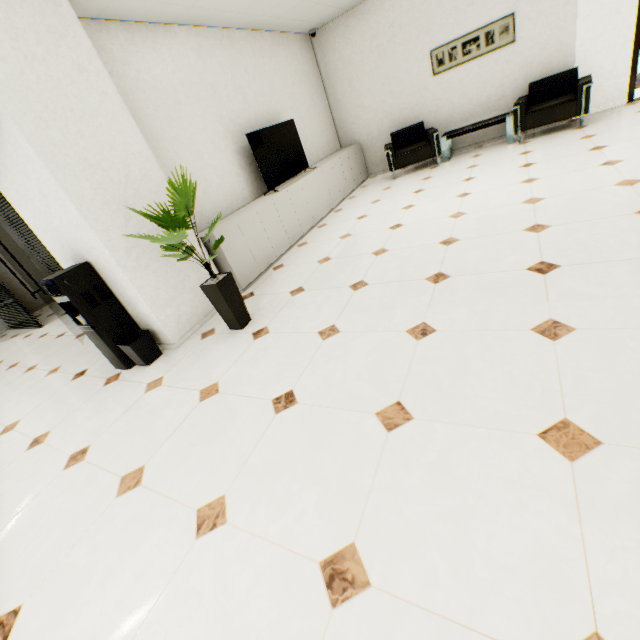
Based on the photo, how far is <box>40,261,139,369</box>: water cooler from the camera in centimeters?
294cm

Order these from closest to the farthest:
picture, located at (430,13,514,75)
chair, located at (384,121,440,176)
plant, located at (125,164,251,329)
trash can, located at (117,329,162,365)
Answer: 1. plant, located at (125,164,251,329)
2. trash can, located at (117,329,162,365)
3. picture, located at (430,13,514,75)
4. chair, located at (384,121,440,176)

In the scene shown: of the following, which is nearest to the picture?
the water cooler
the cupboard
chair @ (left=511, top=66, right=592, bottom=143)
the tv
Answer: chair @ (left=511, top=66, right=592, bottom=143)

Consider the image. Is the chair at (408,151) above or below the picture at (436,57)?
below

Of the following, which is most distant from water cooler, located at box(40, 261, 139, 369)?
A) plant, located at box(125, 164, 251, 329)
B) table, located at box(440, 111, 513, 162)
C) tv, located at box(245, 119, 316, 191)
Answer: table, located at box(440, 111, 513, 162)

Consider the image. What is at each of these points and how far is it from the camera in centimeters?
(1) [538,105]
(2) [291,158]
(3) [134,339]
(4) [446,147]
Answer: (1) chair, 545cm
(2) tv, 548cm
(3) trash can, 338cm
(4) table, 617cm

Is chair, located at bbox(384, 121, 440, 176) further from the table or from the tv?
the tv

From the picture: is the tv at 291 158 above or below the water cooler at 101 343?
above
